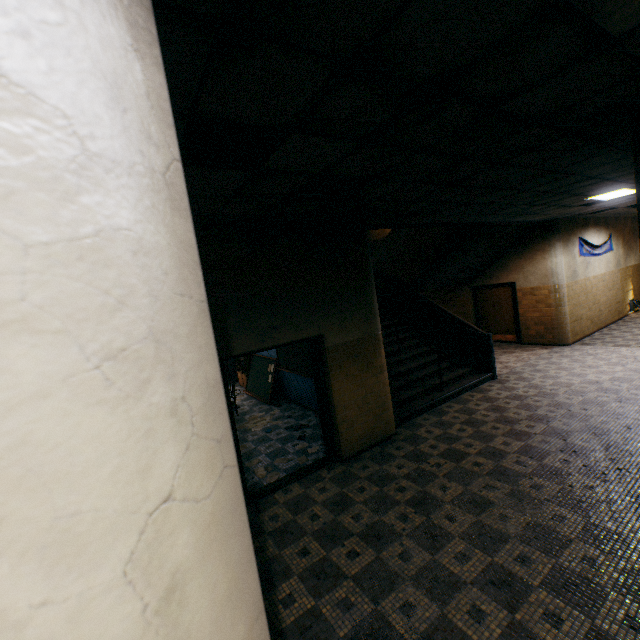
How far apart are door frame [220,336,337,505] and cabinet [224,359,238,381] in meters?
7.3 m

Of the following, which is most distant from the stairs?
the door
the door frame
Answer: the door frame

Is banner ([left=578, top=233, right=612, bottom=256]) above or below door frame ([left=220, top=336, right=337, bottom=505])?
above

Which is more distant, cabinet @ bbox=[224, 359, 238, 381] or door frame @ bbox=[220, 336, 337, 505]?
cabinet @ bbox=[224, 359, 238, 381]

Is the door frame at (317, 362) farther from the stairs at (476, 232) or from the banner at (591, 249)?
the banner at (591, 249)

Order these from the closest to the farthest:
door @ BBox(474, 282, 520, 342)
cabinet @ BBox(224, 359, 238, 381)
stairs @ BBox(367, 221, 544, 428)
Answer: stairs @ BBox(367, 221, 544, 428) → door @ BBox(474, 282, 520, 342) → cabinet @ BBox(224, 359, 238, 381)

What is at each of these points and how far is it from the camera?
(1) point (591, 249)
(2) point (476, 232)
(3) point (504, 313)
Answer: (1) banner, 11.17m
(2) stairs, 8.48m
(3) door, 11.70m

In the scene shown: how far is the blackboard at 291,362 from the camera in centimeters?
779cm
